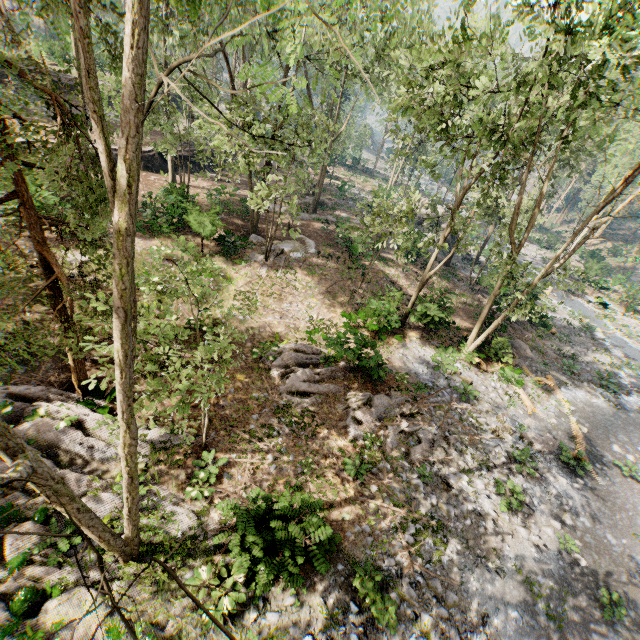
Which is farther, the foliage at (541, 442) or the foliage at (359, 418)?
the foliage at (541, 442)

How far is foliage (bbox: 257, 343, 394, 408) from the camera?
13.67m

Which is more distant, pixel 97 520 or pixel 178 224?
pixel 178 224

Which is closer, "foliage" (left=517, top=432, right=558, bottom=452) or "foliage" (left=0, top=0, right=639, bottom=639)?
"foliage" (left=0, top=0, right=639, bottom=639)

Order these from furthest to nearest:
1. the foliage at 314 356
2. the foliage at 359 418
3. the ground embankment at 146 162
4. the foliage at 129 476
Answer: the ground embankment at 146 162, the foliage at 314 356, the foliage at 359 418, the foliage at 129 476

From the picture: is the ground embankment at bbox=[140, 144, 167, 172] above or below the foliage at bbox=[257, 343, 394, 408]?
above
